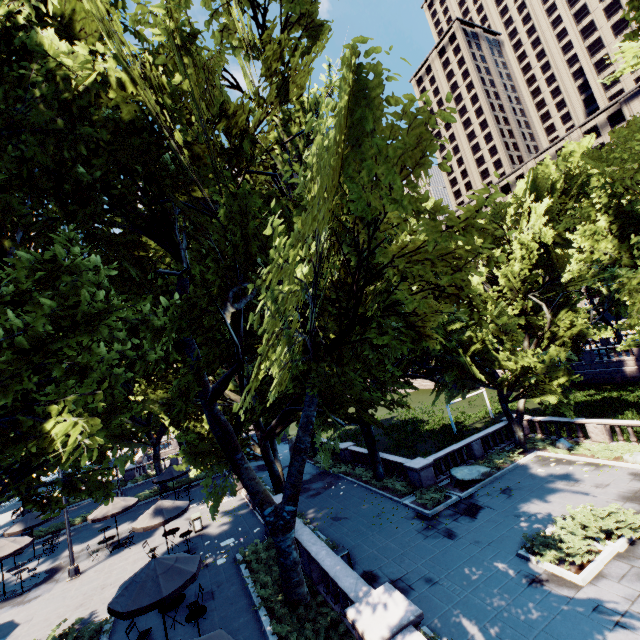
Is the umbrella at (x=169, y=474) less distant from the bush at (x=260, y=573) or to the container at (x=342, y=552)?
the bush at (x=260, y=573)

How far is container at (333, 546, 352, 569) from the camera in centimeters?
1468cm

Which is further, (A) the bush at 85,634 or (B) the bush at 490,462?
(B) the bush at 490,462

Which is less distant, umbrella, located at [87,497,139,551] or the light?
the light

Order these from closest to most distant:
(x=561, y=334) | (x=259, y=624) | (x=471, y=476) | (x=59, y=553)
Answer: (x=259, y=624), (x=471, y=476), (x=59, y=553), (x=561, y=334)

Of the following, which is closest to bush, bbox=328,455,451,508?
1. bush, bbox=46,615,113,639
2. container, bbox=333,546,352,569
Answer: container, bbox=333,546,352,569

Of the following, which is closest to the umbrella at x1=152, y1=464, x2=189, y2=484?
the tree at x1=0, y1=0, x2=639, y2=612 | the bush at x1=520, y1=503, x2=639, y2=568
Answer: the tree at x1=0, y1=0, x2=639, y2=612

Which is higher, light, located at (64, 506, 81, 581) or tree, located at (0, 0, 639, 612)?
tree, located at (0, 0, 639, 612)
